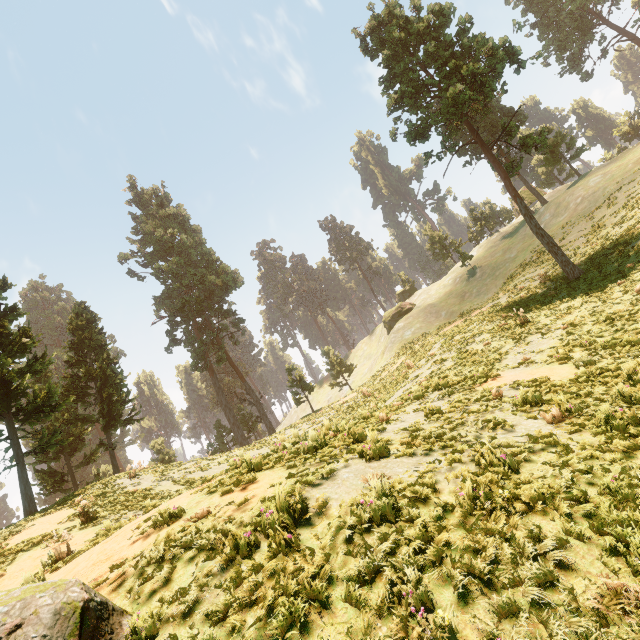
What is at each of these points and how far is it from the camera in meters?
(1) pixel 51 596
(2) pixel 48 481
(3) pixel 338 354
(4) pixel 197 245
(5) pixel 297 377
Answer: (1) rock, 3.3 m
(2) treerock, 26.5 m
(3) treerock, 48.6 m
(4) treerock, 46.3 m
(5) treerock, 36.2 m

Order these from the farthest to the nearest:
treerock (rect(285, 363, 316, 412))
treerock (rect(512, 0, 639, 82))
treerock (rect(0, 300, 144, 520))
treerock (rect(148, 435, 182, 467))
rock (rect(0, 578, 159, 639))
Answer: treerock (rect(512, 0, 639, 82)), treerock (rect(285, 363, 316, 412)), treerock (rect(148, 435, 182, 467)), treerock (rect(0, 300, 144, 520)), rock (rect(0, 578, 159, 639))

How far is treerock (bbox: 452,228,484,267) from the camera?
42.5 meters

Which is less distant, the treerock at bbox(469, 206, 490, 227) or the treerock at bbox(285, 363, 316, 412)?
the treerock at bbox(285, 363, 316, 412)

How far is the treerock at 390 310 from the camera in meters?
50.3 m

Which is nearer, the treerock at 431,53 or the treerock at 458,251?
the treerock at 431,53
